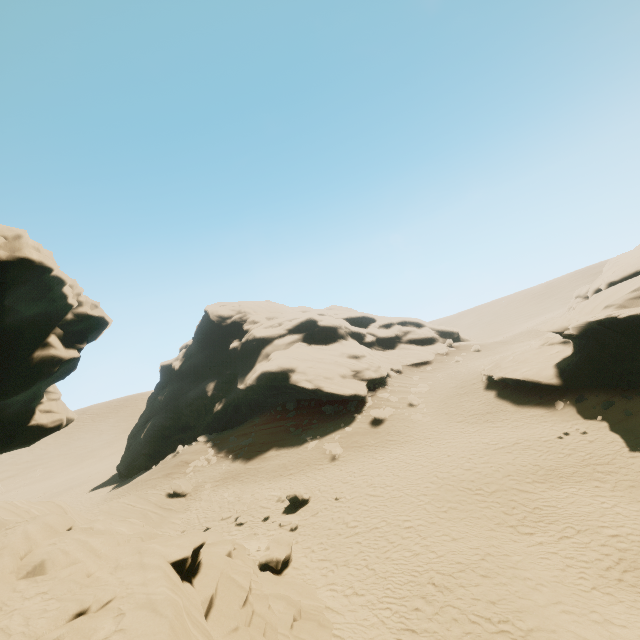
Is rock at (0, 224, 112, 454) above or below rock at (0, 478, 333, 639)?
above

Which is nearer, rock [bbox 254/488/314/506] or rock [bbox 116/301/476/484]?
rock [bbox 254/488/314/506]

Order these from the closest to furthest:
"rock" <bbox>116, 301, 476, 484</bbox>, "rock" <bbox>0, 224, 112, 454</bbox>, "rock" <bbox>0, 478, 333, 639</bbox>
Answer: "rock" <bbox>0, 478, 333, 639</bbox>, "rock" <bbox>0, 224, 112, 454</bbox>, "rock" <bbox>116, 301, 476, 484</bbox>

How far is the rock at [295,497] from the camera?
19.5 meters

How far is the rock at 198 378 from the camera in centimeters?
3553cm

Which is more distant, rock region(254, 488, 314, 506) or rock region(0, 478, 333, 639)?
rock region(254, 488, 314, 506)

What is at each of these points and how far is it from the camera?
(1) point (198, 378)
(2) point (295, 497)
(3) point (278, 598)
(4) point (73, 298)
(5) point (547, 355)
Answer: (1) rock, 48.81m
(2) rock, 19.53m
(3) rock, 10.80m
(4) rock, 11.83m
(5) rock, 25.94m

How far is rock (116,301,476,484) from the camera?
35.53m
